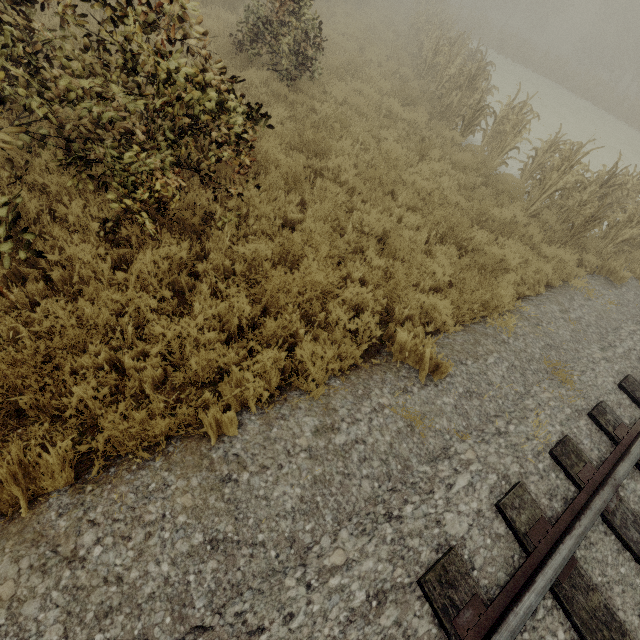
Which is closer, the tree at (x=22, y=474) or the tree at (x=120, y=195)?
the tree at (x=22, y=474)

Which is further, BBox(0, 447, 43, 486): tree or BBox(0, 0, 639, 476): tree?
BBox(0, 0, 639, 476): tree

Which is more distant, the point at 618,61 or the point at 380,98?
the point at 618,61
